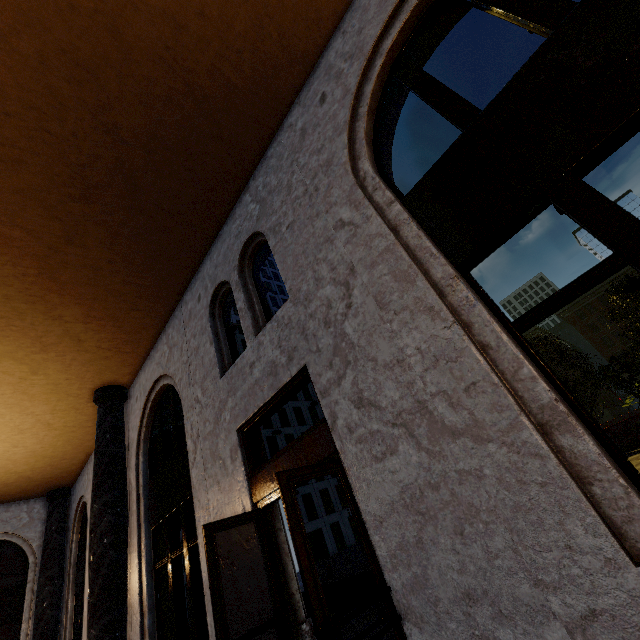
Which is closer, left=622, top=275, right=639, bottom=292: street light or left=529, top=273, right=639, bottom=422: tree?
left=622, top=275, right=639, bottom=292: street light

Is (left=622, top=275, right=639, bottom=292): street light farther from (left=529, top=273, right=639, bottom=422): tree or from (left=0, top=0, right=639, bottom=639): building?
(left=529, top=273, right=639, bottom=422): tree

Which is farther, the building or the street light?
the street light

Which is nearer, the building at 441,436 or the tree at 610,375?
the building at 441,436

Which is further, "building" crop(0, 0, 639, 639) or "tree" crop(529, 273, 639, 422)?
"tree" crop(529, 273, 639, 422)

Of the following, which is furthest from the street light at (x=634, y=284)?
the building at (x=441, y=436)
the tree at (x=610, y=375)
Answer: the tree at (x=610, y=375)

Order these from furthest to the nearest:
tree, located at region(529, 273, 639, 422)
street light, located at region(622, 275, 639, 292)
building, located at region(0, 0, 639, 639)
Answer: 1. tree, located at region(529, 273, 639, 422)
2. street light, located at region(622, 275, 639, 292)
3. building, located at region(0, 0, 639, 639)

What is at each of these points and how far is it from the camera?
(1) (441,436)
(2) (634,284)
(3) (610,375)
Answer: (1) building, 2.4 meters
(2) street light, 4.4 meters
(3) tree, 11.1 meters
